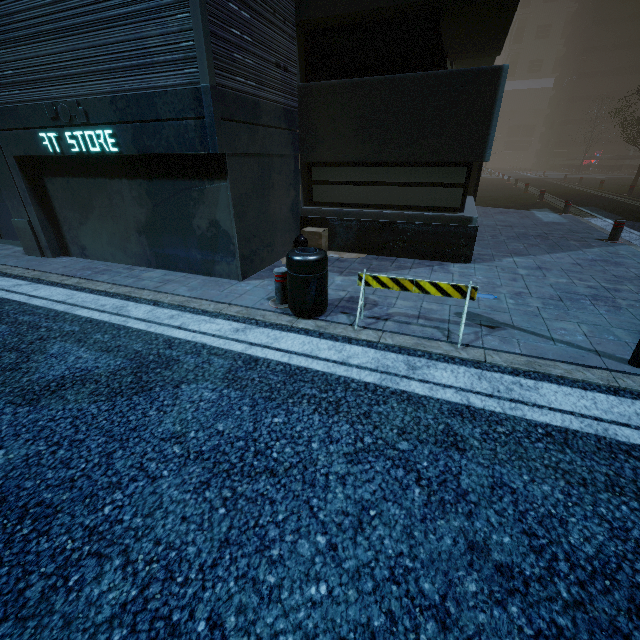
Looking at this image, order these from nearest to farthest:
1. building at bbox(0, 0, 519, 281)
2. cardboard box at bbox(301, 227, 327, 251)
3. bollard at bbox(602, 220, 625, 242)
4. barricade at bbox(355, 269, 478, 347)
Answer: barricade at bbox(355, 269, 478, 347)
building at bbox(0, 0, 519, 281)
cardboard box at bbox(301, 227, 327, 251)
bollard at bbox(602, 220, 625, 242)

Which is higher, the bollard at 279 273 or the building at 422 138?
the building at 422 138

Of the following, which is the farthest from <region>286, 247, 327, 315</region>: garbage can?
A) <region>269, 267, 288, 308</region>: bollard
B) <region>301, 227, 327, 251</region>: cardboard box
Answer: <region>301, 227, 327, 251</region>: cardboard box

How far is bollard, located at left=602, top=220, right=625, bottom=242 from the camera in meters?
8.5

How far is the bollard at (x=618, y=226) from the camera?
8.5 meters

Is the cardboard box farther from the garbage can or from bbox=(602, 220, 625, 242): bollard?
bbox=(602, 220, 625, 242): bollard

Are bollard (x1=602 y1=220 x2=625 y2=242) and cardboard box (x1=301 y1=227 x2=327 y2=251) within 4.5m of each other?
no

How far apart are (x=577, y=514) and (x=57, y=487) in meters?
3.6 m
